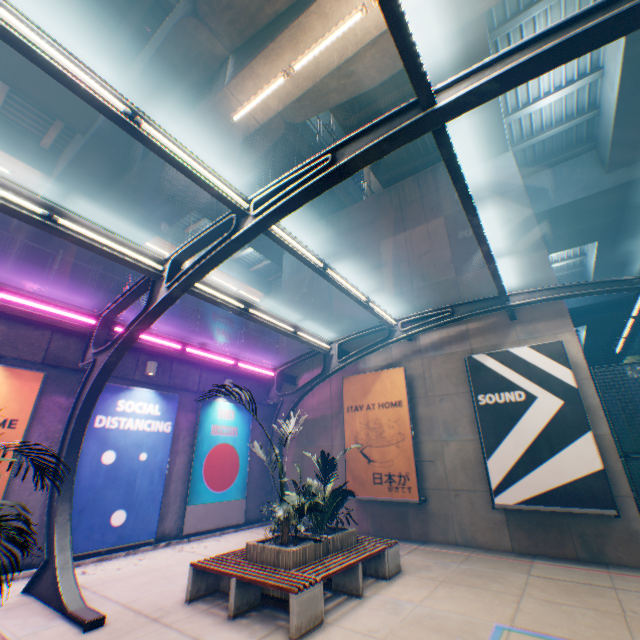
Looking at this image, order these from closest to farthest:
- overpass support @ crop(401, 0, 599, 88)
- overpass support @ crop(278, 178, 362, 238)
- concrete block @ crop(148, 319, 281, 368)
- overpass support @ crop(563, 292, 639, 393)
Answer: overpass support @ crop(401, 0, 599, 88) < concrete block @ crop(148, 319, 281, 368) < overpass support @ crop(278, 178, 362, 238) < overpass support @ crop(563, 292, 639, 393)

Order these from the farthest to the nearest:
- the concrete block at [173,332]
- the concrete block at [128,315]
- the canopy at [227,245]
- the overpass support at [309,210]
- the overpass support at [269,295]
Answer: the overpass support at [269,295] < the overpass support at [309,210] < the concrete block at [173,332] < the concrete block at [128,315] < the canopy at [227,245]

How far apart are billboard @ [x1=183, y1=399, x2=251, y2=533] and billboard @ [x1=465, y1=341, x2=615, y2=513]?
8.7m

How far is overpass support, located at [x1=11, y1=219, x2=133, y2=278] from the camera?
16.2m

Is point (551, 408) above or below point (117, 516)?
above

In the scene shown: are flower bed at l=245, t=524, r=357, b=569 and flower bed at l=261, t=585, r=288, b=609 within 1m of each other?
yes

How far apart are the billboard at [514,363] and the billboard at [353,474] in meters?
2.0 m

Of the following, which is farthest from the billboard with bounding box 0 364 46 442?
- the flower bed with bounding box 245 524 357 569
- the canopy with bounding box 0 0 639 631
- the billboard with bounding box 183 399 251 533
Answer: the flower bed with bounding box 245 524 357 569
